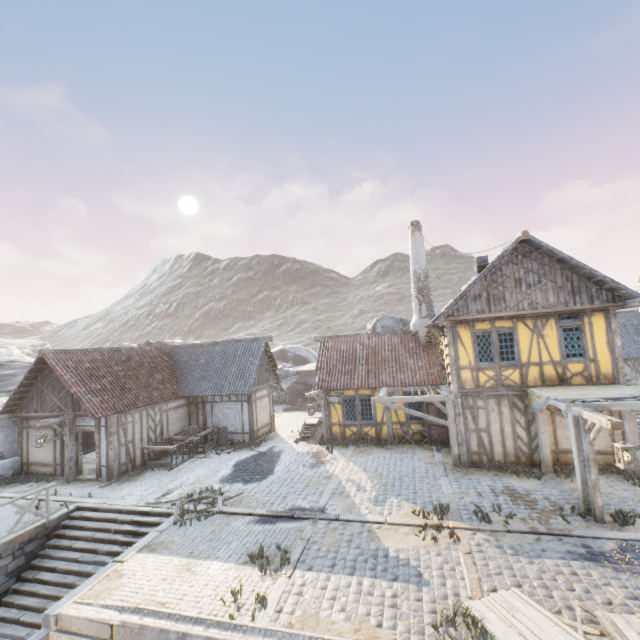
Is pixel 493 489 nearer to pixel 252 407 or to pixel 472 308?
pixel 472 308

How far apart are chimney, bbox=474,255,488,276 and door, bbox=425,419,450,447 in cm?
593

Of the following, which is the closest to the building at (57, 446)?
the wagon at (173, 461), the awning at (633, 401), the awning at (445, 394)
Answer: the wagon at (173, 461)

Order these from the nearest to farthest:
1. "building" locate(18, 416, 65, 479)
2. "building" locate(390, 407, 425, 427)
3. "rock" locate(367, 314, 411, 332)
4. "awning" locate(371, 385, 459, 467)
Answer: "awning" locate(371, 385, 459, 467) < "building" locate(18, 416, 65, 479) < "building" locate(390, 407, 425, 427) < "rock" locate(367, 314, 411, 332)

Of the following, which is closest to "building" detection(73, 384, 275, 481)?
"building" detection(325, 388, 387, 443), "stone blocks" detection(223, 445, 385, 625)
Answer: "stone blocks" detection(223, 445, 385, 625)

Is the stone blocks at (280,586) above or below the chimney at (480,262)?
below

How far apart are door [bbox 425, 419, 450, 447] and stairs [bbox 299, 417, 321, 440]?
5.38m

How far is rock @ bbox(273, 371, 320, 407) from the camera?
29.29m
